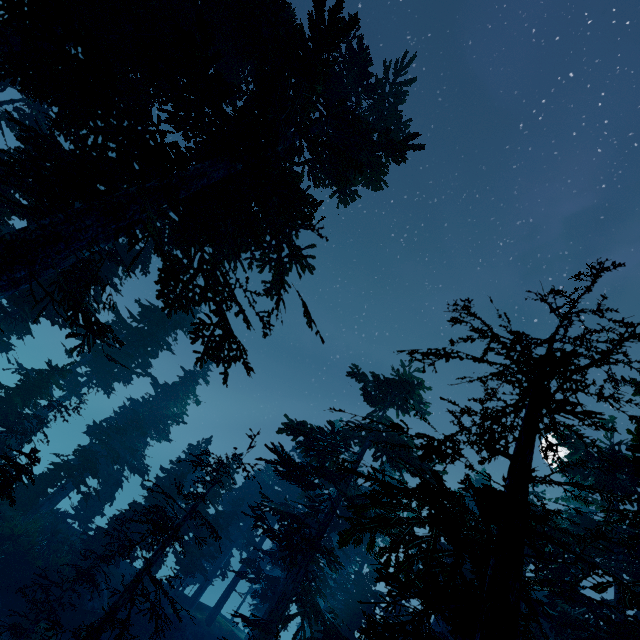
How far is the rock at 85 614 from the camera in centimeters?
1811cm

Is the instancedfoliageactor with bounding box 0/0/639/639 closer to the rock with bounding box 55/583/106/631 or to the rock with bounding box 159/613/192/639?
the rock with bounding box 55/583/106/631

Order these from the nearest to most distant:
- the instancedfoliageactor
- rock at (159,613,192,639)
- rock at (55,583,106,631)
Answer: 1. the instancedfoliageactor
2. rock at (55,583,106,631)
3. rock at (159,613,192,639)

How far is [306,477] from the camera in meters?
38.2

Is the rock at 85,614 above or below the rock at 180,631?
below

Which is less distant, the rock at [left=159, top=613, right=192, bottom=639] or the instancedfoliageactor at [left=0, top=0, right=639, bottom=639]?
the instancedfoliageactor at [left=0, top=0, right=639, bottom=639]

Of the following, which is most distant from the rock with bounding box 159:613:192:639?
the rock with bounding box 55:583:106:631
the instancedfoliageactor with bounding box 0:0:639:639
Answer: the rock with bounding box 55:583:106:631
